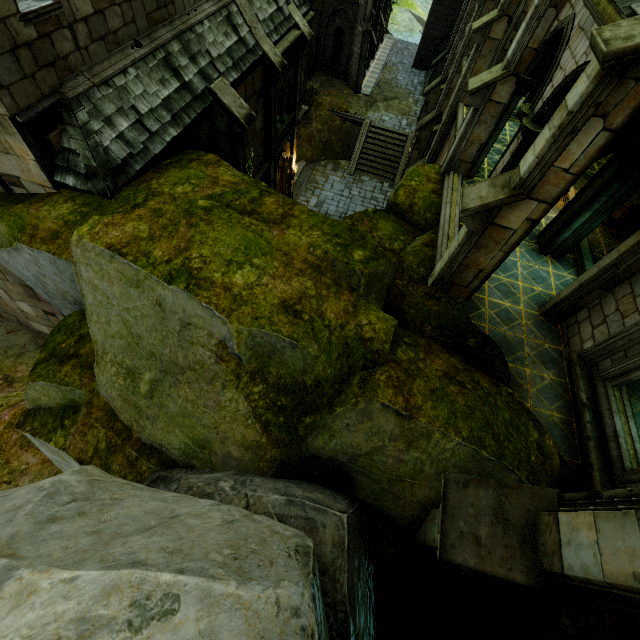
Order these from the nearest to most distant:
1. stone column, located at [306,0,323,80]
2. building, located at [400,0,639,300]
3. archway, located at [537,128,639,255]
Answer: building, located at [400,0,639,300] < archway, located at [537,128,639,255] < stone column, located at [306,0,323,80]

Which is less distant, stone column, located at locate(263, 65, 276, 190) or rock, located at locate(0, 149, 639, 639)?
rock, located at locate(0, 149, 639, 639)

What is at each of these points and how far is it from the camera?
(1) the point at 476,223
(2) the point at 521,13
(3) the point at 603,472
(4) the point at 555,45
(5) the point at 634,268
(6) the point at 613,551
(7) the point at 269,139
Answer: (1) building, 6.75m
(2) stone column, 10.34m
(3) stair, 6.38m
(4) archway, 8.27m
(5) building, 6.81m
(6) building, 2.38m
(7) stone column, 15.18m

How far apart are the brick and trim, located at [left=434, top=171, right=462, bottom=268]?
9.6m

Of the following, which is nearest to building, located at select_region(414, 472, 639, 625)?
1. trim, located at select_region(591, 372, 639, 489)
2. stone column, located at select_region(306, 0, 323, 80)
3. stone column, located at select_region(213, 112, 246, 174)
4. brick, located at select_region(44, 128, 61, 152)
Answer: trim, located at select_region(591, 372, 639, 489)

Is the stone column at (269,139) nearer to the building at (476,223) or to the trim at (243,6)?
the trim at (243,6)

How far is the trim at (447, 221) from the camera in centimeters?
982cm

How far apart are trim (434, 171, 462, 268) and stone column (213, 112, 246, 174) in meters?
7.3 m
